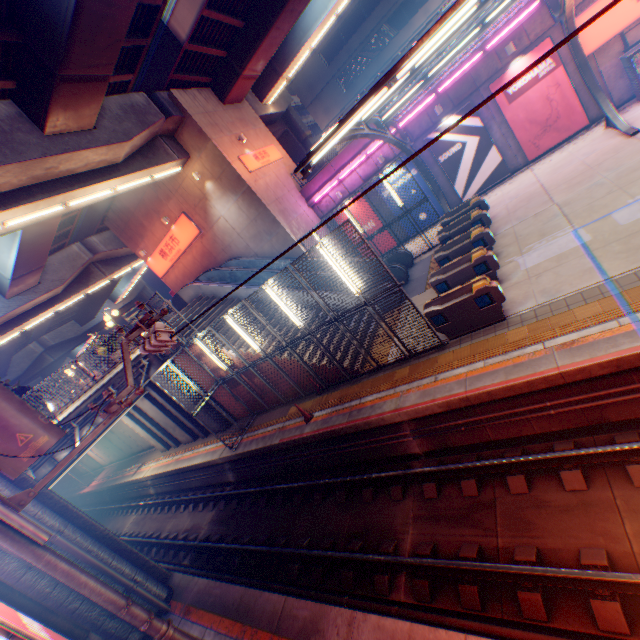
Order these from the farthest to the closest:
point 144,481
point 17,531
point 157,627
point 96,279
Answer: point 96,279 < point 144,481 < point 157,627 < point 17,531

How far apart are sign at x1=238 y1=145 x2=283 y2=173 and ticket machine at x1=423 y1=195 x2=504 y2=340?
13.0 meters

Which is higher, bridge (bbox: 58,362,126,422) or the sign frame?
bridge (bbox: 58,362,126,422)

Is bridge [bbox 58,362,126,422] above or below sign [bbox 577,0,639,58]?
above

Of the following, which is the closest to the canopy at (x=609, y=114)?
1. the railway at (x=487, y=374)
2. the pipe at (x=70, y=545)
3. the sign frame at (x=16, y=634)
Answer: the railway at (x=487, y=374)

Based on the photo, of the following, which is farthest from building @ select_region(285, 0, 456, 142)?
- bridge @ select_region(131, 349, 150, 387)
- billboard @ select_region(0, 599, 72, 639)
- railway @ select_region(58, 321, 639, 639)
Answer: billboard @ select_region(0, 599, 72, 639)

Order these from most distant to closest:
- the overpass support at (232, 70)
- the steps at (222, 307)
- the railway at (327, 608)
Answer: the steps at (222, 307) < the overpass support at (232, 70) < the railway at (327, 608)

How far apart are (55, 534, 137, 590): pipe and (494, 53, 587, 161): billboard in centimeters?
2356cm
